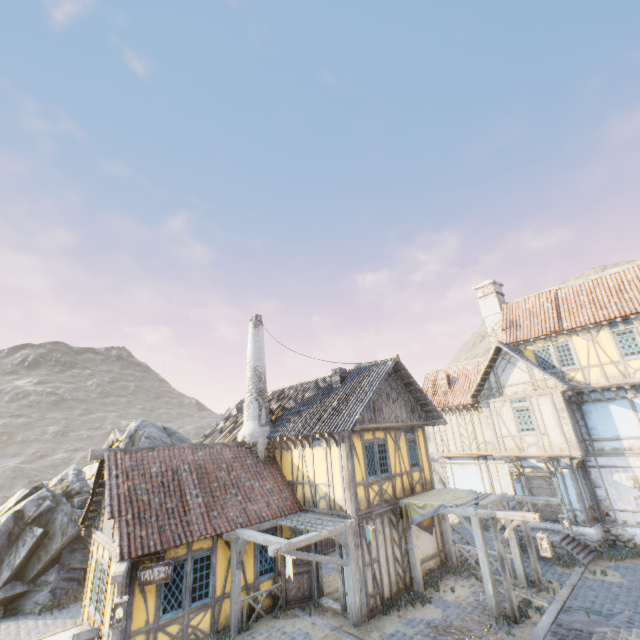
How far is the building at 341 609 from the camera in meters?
10.8 m

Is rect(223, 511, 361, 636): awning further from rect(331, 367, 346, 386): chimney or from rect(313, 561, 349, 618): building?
rect(331, 367, 346, 386): chimney

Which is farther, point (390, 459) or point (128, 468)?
point (390, 459)

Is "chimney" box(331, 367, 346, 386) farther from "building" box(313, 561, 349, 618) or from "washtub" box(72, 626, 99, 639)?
"washtub" box(72, 626, 99, 639)

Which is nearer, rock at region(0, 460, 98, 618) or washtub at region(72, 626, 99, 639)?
washtub at region(72, 626, 99, 639)

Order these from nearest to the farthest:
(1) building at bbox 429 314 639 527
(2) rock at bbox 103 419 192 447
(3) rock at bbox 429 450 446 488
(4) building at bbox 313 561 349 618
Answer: (4) building at bbox 313 561 349 618 < (1) building at bbox 429 314 639 527 < (2) rock at bbox 103 419 192 447 < (3) rock at bbox 429 450 446 488

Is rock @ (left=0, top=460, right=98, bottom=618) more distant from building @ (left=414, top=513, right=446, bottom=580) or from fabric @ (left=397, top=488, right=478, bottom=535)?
fabric @ (left=397, top=488, right=478, bottom=535)

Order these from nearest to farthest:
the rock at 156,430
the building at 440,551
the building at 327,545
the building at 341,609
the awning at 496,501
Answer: the awning at 496,501, the building at 341,609, the building at 327,545, the building at 440,551, the rock at 156,430
